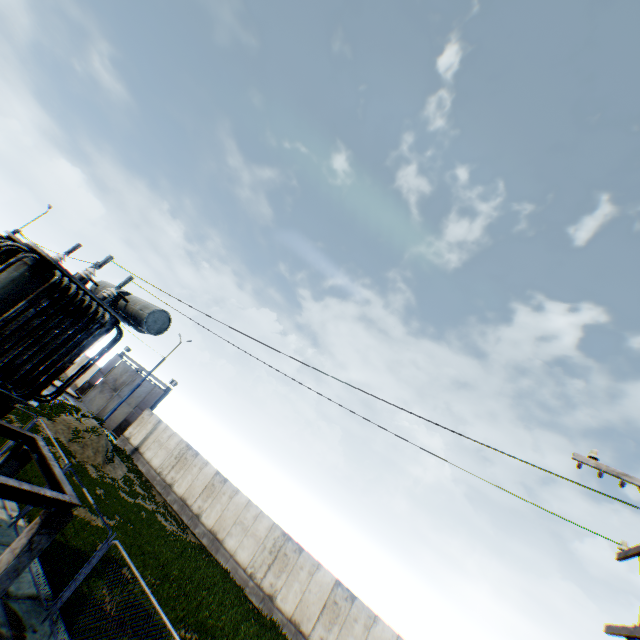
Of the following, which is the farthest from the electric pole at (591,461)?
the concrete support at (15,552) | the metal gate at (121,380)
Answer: the metal gate at (121,380)

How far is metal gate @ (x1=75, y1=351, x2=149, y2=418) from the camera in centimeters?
3238cm

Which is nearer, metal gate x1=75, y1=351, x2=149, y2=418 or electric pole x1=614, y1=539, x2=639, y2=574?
electric pole x1=614, y1=539, x2=639, y2=574

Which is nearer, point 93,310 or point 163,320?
point 93,310

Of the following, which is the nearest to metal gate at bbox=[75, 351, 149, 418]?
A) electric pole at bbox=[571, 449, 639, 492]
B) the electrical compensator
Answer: the electrical compensator

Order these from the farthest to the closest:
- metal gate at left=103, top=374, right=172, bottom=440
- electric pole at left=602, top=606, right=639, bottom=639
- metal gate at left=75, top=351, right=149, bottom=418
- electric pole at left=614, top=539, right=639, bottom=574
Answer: metal gate at left=75, top=351, right=149, bottom=418 → metal gate at left=103, top=374, right=172, bottom=440 → electric pole at left=614, top=539, right=639, bottom=574 → electric pole at left=602, top=606, right=639, bottom=639

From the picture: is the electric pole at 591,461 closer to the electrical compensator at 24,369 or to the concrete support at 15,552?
the concrete support at 15,552
